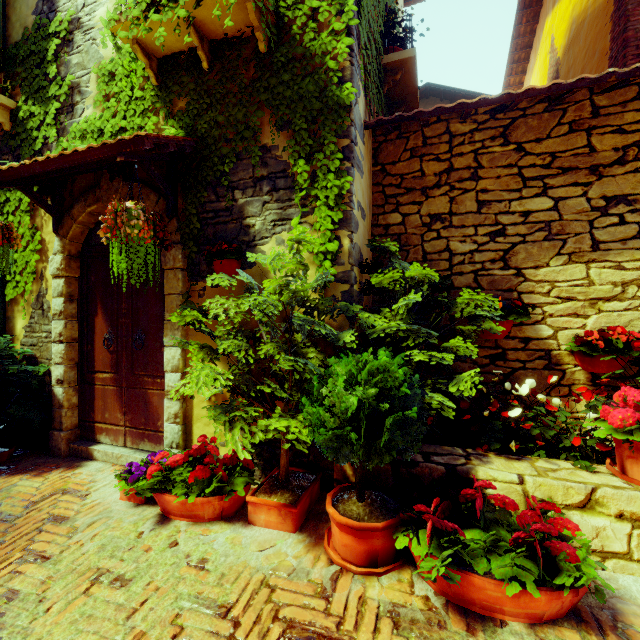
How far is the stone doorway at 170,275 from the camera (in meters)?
3.26

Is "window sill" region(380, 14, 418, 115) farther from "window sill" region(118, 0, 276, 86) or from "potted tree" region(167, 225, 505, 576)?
"potted tree" region(167, 225, 505, 576)

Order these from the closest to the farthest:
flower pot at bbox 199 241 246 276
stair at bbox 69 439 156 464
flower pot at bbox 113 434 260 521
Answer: flower pot at bbox 113 434 260 521 → flower pot at bbox 199 241 246 276 → stair at bbox 69 439 156 464

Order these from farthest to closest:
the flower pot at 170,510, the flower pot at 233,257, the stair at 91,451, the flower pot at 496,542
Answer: the stair at 91,451 < the flower pot at 233,257 < the flower pot at 170,510 < the flower pot at 496,542

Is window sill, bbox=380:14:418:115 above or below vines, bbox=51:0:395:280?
above

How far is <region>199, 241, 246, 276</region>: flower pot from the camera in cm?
294

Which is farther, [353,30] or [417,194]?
[417,194]

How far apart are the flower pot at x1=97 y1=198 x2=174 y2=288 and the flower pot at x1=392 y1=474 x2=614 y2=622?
2.29m
